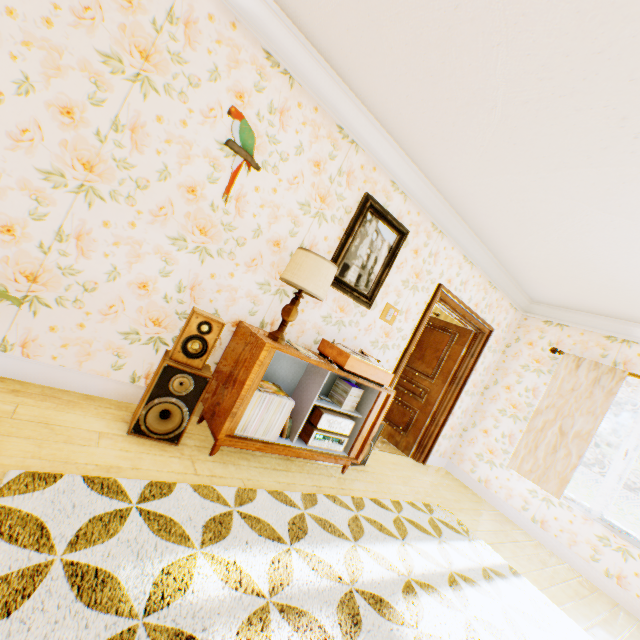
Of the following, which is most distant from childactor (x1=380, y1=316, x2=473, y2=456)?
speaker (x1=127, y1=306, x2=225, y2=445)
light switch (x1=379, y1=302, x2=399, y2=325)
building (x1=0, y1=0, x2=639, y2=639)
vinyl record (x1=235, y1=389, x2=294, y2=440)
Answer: speaker (x1=127, y1=306, x2=225, y2=445)

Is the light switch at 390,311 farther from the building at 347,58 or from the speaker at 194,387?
the speaker at 194,387

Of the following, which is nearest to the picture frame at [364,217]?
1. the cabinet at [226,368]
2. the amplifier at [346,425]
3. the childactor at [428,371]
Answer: the cabinet at [226,368]

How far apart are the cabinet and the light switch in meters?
0.7

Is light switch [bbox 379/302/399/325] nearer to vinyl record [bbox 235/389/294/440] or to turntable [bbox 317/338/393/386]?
turntable [bbox 317/338/393/386]

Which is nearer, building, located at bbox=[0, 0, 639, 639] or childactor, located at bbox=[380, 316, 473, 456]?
building, located at bbox=[0, 0, 639, 639]

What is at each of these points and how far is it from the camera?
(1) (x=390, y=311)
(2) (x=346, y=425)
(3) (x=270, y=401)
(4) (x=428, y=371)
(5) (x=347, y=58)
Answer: (1) light switch, 3.86m
(2) amplifier, 3.13m
(3) vinyl record, 2.61m
(4) childactor, 5.32m
(5) building, 2.47m

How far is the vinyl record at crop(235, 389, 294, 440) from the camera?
2.53m
